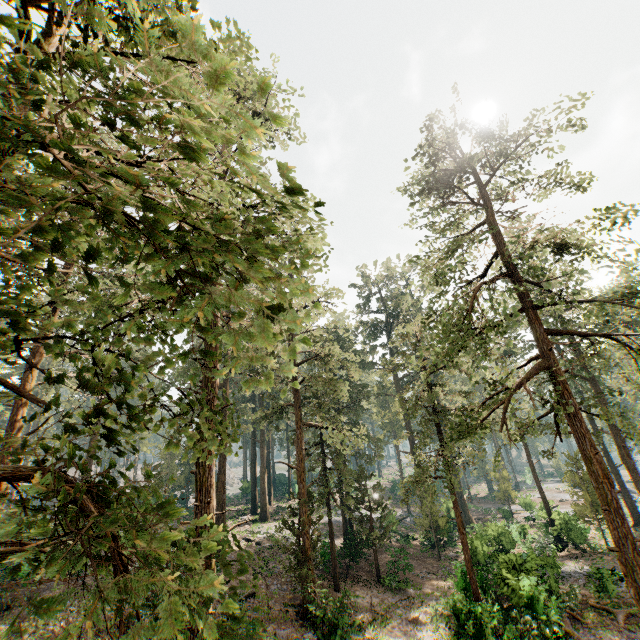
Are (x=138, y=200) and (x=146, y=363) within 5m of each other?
yes
